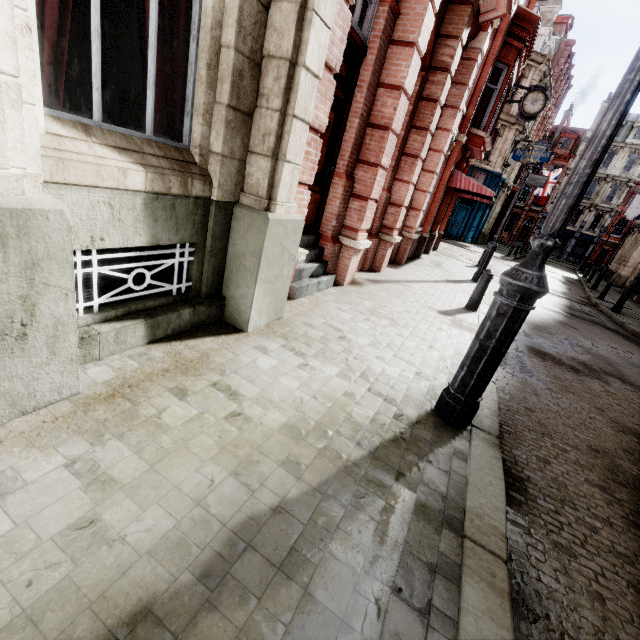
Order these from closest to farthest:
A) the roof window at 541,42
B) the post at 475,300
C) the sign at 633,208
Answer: the post at 475,300, the roof window at 541,42, the sign at 633,208

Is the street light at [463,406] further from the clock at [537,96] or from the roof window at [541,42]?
the roof window at [541,42]

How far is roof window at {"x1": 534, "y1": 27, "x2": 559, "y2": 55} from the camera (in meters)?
24.50

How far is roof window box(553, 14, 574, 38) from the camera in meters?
29.3

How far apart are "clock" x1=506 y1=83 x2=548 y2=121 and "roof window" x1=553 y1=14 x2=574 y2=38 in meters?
24.9 m

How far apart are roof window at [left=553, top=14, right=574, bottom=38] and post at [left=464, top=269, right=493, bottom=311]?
38.5m

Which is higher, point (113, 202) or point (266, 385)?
point (113, 202)

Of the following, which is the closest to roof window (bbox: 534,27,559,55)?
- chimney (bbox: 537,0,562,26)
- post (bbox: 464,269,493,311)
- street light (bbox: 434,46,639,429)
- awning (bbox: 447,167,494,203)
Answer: chimney (bbox: 537,0,562,26)
